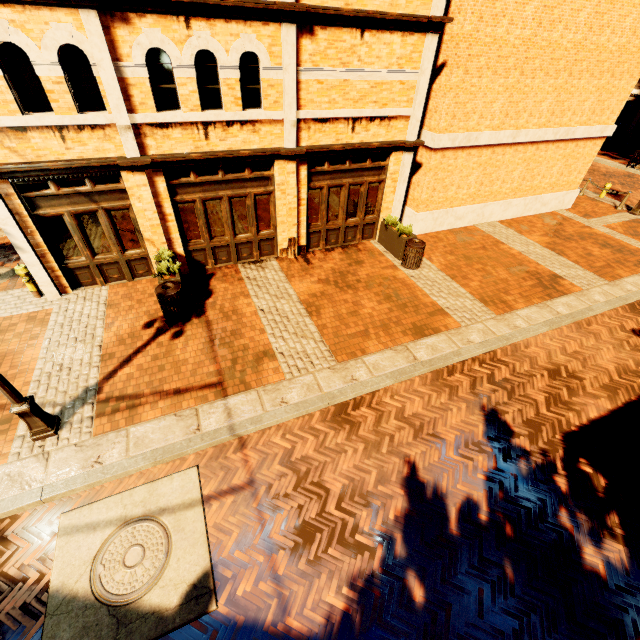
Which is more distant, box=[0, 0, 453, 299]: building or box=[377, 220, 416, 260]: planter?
box=[377, 220, 416, 260]: planter

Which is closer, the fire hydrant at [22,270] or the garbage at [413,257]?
the fire hydrant at [22,270]

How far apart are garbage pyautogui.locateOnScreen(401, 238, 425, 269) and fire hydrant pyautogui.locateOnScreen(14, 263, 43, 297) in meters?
10.6 m

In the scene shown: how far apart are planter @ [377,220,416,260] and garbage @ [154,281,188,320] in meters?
6.9 m

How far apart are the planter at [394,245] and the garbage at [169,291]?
6.9m

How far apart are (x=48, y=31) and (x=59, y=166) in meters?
2.4 m

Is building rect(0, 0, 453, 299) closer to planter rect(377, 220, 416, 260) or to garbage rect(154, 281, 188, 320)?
Result: planter rect(377, 220, 416, 260)

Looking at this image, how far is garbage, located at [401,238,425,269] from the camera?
10.13m
